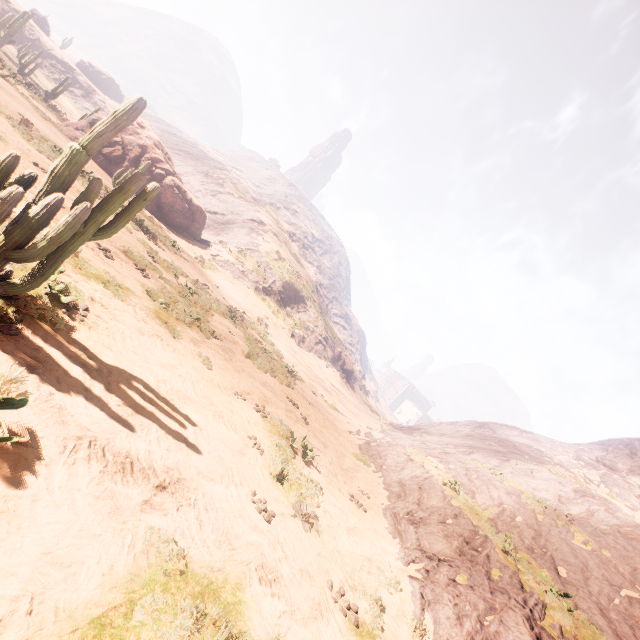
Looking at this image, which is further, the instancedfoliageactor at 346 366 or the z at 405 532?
the instancedfoliageactor at 346 366

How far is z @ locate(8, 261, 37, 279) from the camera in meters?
6.0

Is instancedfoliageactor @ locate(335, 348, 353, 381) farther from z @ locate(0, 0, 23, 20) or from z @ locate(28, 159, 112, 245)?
z @ locate(0, 0, 23, 20)

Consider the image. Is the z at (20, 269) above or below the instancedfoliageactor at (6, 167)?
below

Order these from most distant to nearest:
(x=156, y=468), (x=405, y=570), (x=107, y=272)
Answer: (x=107, y=272) → (x=405, y=570) → (x=156, y=468)

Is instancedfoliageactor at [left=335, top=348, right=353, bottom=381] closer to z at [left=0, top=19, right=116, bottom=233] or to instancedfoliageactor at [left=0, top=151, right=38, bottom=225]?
instancedfoliageactor at [left=0, top=151, right=38, bottom=225]

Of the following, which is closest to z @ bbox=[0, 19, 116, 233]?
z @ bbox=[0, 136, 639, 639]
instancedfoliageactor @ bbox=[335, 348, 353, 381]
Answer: z @ bbox=[0, 136, 639, 639]
